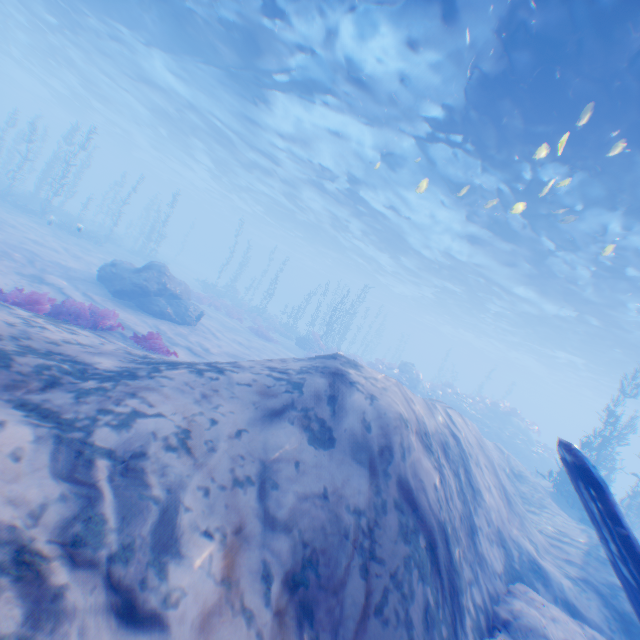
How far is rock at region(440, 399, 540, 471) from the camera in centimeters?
2466cm

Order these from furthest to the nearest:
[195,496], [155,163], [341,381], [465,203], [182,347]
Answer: [155,163] → [465,203] → [182,347] → [341,381] → [195,496]

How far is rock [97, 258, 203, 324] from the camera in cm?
1489

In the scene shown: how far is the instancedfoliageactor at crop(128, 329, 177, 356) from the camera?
9.4m

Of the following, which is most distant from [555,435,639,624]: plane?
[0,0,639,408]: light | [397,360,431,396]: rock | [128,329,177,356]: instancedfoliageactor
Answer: [397,360,431,396]: rock

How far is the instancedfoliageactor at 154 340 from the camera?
9.4 meters

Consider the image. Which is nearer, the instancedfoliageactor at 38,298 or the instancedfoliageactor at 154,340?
the instancedfoliageactor at 38,298
